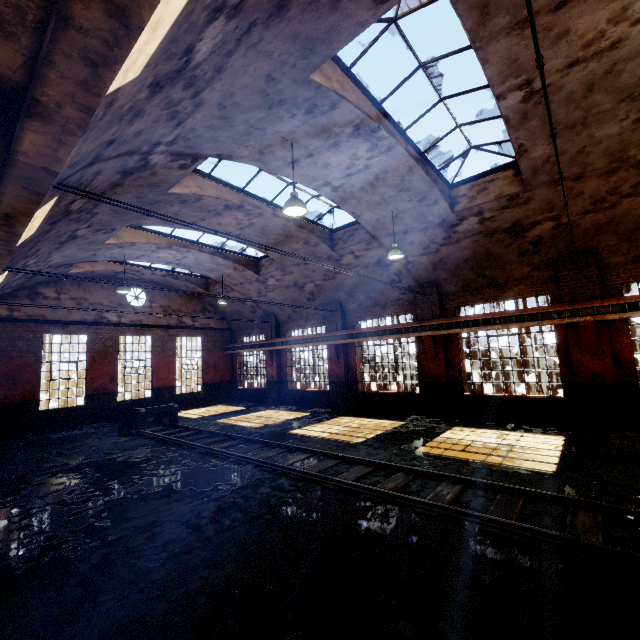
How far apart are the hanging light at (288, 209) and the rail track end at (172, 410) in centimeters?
1063cm

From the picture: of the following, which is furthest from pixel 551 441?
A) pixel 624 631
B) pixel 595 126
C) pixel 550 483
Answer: pixel 595 126

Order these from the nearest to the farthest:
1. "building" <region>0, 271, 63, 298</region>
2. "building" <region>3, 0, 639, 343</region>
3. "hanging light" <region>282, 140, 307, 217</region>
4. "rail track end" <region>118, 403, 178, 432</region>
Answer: "building" <region>3, 0, 639, 343</region>
"hanging light" <region>282, 140, 307, 217</region>
"building" <region>0, 271, 63, 298</region>
"rail track end" <region>118, 403, 178, 432</region>

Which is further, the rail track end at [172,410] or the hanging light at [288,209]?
the rail track end at [172,410]

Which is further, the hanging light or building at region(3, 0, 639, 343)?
the hanging light

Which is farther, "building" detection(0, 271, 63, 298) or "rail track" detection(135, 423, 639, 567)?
"building" detection(0, 271, 63, 298)

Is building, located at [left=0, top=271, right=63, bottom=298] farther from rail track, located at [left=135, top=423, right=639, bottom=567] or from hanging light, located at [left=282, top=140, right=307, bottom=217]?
rail track, located at [left=135, top=423, right=639, bottom=567]
